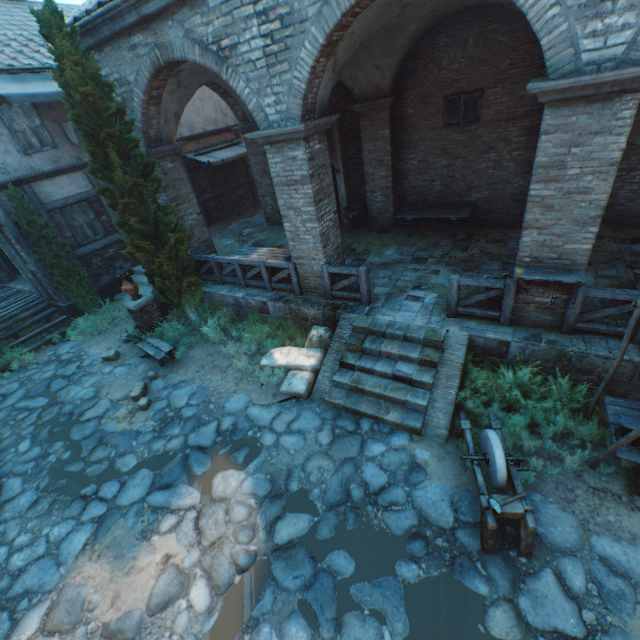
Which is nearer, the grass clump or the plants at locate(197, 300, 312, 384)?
the plants at locate(197, 300, 312, 384)

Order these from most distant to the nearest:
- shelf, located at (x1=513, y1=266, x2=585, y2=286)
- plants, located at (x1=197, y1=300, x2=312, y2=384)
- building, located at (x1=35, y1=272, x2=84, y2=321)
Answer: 1. building, located at (x1=35, y1=272, x2=84, y2=321)
2. plants, located at (x1=197, y1=300, x2=312, y2=384)
3. shelf, located at (x1=513, y1=266, x2=585, y2=286)

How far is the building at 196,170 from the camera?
14.9m

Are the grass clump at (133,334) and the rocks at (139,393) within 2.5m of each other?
yes

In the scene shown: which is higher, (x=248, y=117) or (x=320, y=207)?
(x=248, y=117)

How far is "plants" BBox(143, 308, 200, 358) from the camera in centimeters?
954cm

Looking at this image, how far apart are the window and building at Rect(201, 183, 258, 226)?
11.1 meters

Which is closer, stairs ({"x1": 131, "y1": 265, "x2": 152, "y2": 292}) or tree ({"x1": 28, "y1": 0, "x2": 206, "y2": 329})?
tree ({"x1": 28, "y1": 0, "x2": 206, "y2": 329})
